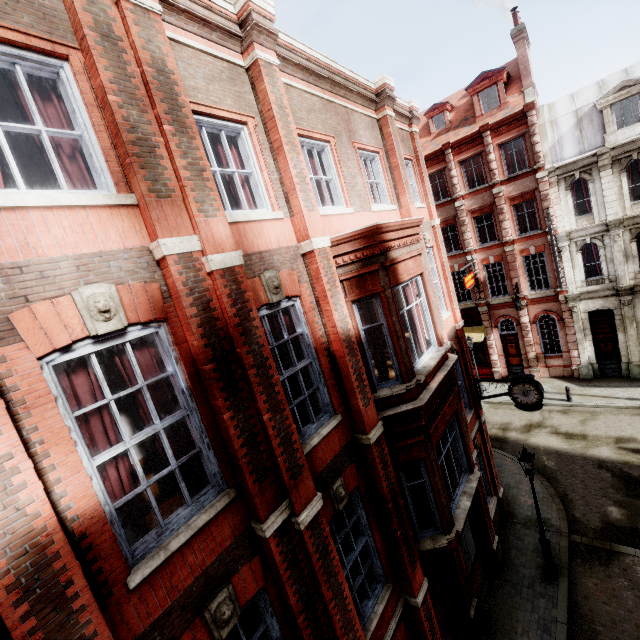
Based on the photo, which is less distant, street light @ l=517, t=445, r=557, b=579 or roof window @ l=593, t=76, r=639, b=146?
street light @ l=517, t=445, r=557, b=579

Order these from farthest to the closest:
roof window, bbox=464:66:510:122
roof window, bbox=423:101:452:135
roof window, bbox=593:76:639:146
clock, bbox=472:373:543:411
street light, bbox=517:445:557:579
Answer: roof window, bbox=423:101:452:135 < roof window, bbox=464:66:510:122 < roof window, bbox=593:76:639:146 < clock, bbox=472:373:543:411 < street light, bbox=517:445:557:579

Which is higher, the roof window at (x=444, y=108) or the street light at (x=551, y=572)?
the roof window at (x=444, y=108)

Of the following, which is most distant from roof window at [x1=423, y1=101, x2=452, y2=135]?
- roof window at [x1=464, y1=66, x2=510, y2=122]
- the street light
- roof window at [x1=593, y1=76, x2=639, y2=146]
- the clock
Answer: the street light

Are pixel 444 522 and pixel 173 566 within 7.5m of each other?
yes

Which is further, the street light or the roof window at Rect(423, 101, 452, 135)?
the roof window at Rect(423, 101, 452, 135)

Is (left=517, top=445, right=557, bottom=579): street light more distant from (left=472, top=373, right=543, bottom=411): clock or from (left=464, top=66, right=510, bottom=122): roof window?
A: (left=464, top=66, right=510, bottom=122): roof window

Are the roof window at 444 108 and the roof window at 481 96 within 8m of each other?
yes
